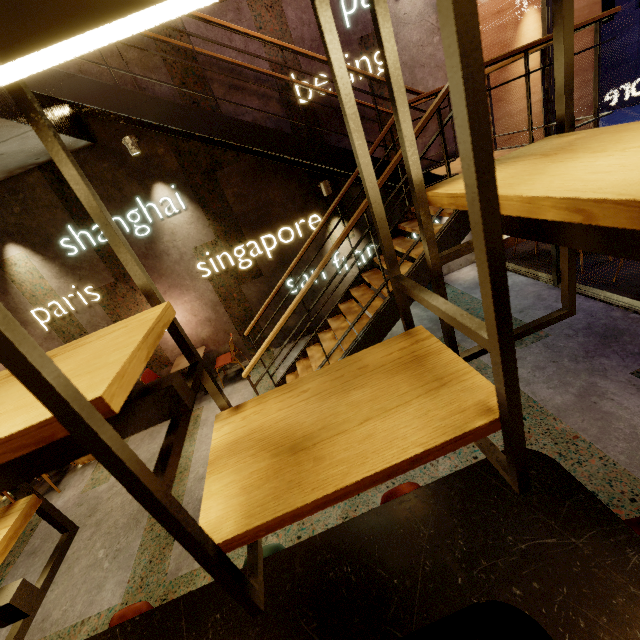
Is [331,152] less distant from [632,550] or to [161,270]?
[161,270]

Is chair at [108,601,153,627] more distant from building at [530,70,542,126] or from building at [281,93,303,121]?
building at [530,70,542,126]

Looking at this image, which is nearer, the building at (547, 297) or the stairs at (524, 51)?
the stairs at (524, 51)

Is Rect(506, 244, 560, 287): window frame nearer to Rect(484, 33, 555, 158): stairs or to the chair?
Rect(484, 33, 555, 158): stairs

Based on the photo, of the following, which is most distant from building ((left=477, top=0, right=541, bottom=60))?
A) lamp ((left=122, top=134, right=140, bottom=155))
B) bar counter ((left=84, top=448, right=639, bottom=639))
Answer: lamp ((left=122, top=134, right=140, bottom=155))

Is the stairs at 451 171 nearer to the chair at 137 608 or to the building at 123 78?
the building at 123 78

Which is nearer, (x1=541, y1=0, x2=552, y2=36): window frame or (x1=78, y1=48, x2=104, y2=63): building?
(x1=541, y1=0, x2=552, y2=36): window frame

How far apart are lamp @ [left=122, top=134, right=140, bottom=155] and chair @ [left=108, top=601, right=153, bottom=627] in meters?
5.6
